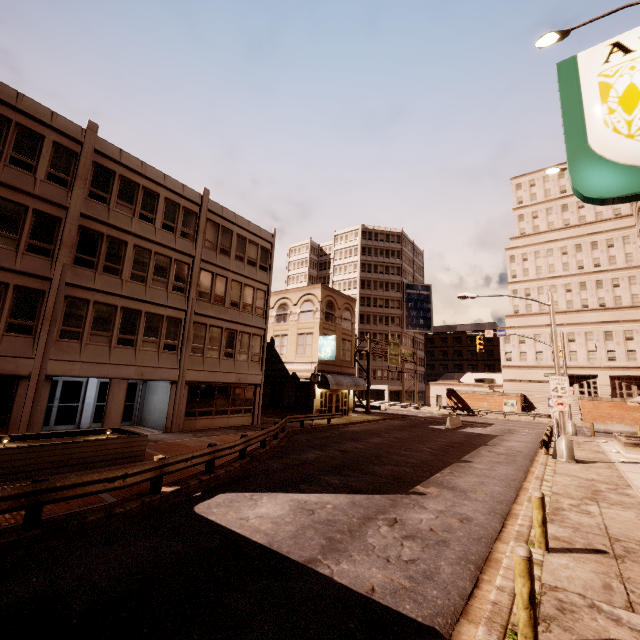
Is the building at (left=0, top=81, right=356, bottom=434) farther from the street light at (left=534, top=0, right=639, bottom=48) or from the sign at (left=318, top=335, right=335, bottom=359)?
the street light at (left=534, top=0, right=639, bottom=48)

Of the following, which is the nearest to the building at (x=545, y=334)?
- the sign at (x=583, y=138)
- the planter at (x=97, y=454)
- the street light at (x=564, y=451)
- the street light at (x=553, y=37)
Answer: the street light at (x=564, y=451)

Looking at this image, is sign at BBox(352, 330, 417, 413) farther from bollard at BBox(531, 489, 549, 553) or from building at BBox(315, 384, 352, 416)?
bollard at BBox(531, 489, 549, 553)

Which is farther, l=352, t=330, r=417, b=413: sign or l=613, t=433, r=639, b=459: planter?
l=352, t=330, r=417, b=413: sign

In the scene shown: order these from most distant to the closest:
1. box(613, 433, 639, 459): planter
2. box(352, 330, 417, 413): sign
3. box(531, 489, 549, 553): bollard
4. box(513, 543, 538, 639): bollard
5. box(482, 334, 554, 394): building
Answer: box(482, 334, 554, 394): building → box(352, 330, 417, 413): sign → box(613, 433, 639, 459): planter → box(531, 489, 549, 553): bollard → box(513, 543, 538, 639): bollard

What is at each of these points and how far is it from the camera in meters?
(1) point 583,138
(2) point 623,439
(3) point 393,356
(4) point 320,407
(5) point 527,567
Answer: (1) sign, 3.4 m
(2) planter, 19.0 m
(3) sign, 48.0 m
(4) building, 31.7 m
(5) bollard, 4.3 m

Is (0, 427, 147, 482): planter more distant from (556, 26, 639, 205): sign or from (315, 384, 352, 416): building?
(556, 26, 639, 205): sign

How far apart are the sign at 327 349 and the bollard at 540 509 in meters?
23.3
